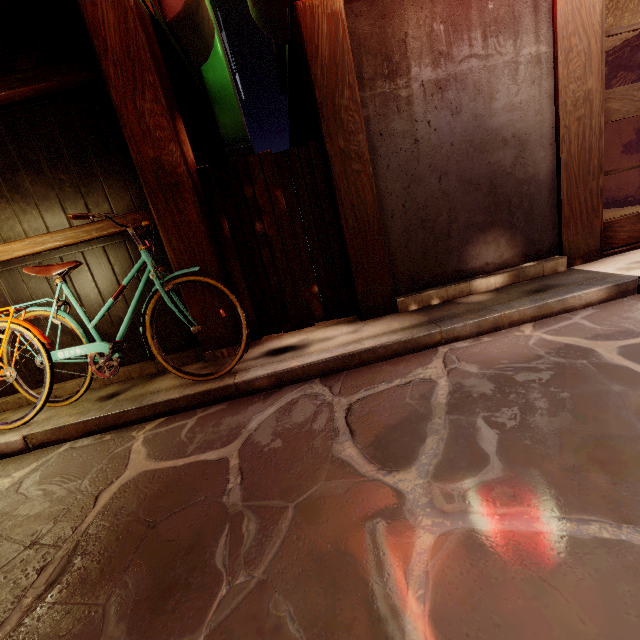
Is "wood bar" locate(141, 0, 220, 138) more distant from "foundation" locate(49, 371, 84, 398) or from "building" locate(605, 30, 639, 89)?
"building" locate(605, 30, 639, 89)

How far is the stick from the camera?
5.89m

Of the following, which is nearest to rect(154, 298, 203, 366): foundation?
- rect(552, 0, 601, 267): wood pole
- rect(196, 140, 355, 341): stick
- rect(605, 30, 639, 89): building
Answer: rect(196, 140, 355, 341): stick

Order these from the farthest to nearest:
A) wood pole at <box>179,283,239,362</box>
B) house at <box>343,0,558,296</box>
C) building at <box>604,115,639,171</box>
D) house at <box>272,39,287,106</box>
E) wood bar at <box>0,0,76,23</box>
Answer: building at <box>604,115,639,171</box>
house at <box>272,39,287,106</box>
wood pole at <box>179,283,239,362</box>
house at <box>343,0,558,296</box>
wood bar at <box>0,0,76,23</box>

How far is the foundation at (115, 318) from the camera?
6.04m

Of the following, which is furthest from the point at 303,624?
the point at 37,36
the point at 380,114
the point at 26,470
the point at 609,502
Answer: the point at 37,36

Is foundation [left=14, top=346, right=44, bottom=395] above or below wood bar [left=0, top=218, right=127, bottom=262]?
below
